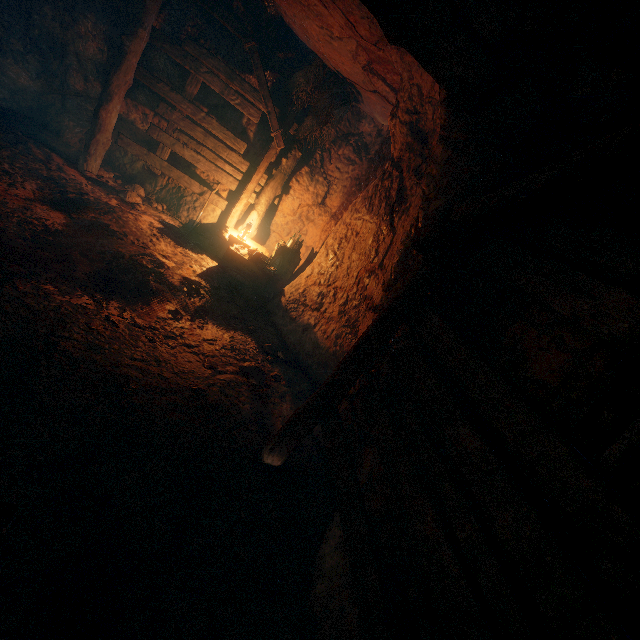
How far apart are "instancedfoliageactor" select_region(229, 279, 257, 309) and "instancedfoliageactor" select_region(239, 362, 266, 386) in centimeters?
151cm

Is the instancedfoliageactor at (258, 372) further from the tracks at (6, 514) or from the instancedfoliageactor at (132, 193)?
the instancedfoliageactor at (132, 193)

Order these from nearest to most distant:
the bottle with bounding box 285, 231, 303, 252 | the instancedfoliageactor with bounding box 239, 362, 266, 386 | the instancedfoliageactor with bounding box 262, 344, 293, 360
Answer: the instancedfoliageactor with bounding box 239, 362, 266, 386
the instancedfoliageactor with bounding box 262, 344, 293, 360
the bottle with bounding box 285, 231, 303, 252

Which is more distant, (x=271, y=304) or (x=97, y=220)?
(x=271, y=304)

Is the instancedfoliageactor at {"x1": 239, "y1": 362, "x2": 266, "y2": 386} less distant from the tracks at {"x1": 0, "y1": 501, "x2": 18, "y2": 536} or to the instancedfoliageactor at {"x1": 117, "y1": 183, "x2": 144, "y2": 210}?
the tracks at {"x1": 0, "y1": 501, "x2": 18, "y2": 536}

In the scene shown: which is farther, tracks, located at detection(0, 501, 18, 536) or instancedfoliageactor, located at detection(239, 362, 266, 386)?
instancedfoliageactor, located at detection(239, 362, 266, 386)

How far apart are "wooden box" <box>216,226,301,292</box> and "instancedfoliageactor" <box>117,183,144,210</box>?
1.69m

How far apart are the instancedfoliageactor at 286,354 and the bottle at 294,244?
2.80m
